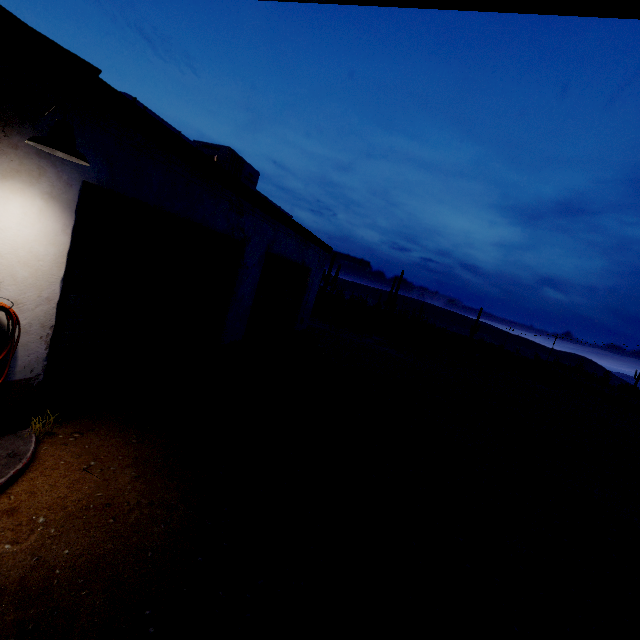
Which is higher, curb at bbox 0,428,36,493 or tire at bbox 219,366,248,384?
tire at bbox 219,366,248,384

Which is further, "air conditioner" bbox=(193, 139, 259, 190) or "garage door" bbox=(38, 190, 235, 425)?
"air conditioner" bbox=(193, 139, 259, 190)

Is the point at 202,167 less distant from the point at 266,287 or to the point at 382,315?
the point at 266,287

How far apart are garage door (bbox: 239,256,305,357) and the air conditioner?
1.30m

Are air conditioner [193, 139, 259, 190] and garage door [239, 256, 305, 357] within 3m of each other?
yes

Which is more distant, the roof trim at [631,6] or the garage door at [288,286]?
the garage door at [288,286]

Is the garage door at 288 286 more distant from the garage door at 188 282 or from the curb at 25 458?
the curb at 25 458

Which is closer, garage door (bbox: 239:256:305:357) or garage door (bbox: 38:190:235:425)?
garage door (bbox: 38:190:235:425)
